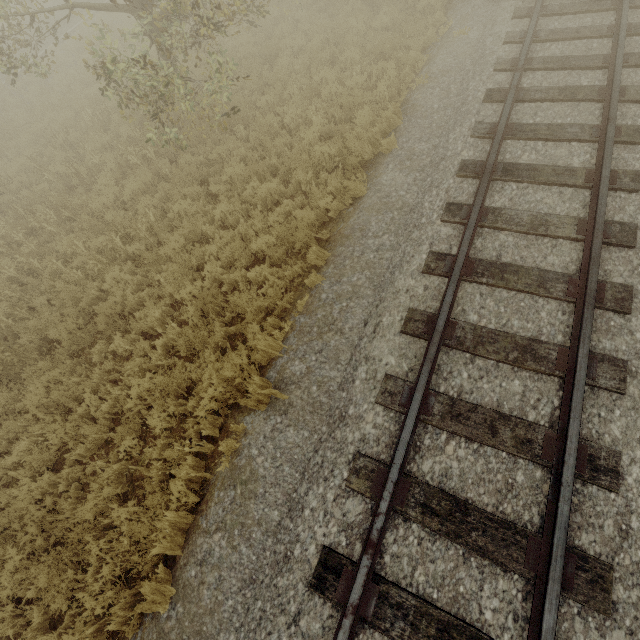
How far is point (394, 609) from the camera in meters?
3.1 m

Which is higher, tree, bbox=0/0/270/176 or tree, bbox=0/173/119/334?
tree, bbox=0/0/270/176

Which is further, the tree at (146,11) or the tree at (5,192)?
the tree at (5,192)

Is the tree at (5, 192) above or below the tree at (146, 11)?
below

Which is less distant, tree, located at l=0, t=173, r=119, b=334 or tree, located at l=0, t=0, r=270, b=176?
tree, located at l=0, t=0, r=270, b=176
